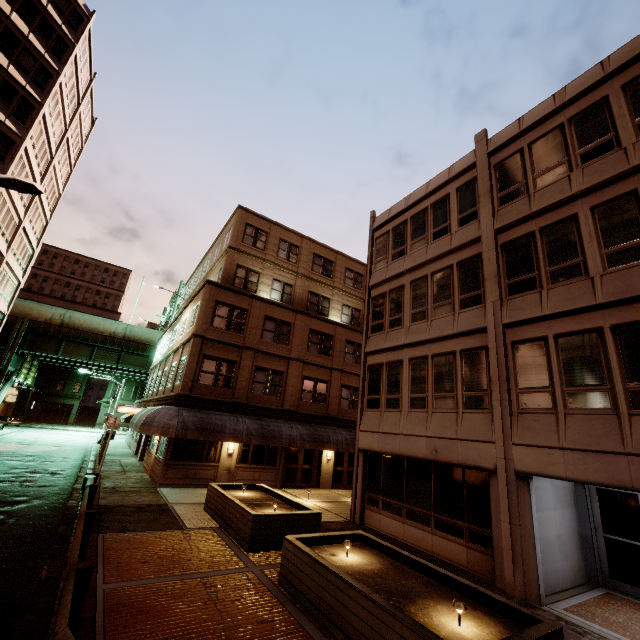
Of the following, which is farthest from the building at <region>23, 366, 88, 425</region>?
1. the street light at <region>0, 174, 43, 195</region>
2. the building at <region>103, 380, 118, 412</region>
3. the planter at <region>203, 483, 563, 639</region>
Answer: the planter at <region>203, 483, 563, 639</region>

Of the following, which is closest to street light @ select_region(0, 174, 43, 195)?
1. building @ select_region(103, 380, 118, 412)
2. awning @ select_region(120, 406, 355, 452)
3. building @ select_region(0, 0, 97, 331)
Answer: building @ select_region(0, 0, 97, 331)

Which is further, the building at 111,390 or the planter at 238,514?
the building at 111,390

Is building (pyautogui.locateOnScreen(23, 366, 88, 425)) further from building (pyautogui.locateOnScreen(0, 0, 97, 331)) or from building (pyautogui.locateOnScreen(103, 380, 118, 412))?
building (pyautogui.locateOnScreen(0, 0, 97, 331))

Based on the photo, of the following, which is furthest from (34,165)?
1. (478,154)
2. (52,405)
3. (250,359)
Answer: (52,405)

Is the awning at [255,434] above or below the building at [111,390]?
below

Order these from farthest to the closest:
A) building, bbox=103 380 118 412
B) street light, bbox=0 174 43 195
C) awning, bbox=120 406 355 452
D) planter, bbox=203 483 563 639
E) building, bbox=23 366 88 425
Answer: building, bbox=103 380 118 412 → building, bbox=23 366 88 425 → awning, bbox=120 406 355 452 → street light, bbox=0 174 43 195 → planter, bbox=203 483 563 639

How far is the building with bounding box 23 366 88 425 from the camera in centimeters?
5497cm
